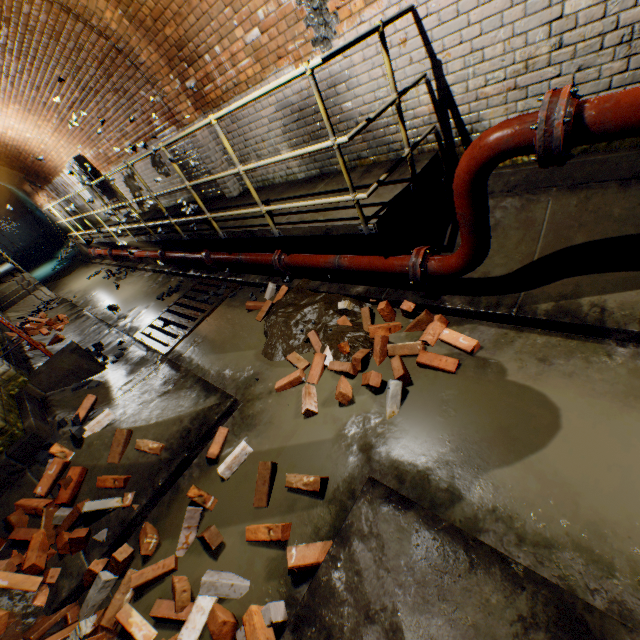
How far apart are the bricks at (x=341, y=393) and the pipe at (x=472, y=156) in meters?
0.3

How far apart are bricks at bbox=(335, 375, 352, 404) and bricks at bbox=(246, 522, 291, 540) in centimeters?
49cm

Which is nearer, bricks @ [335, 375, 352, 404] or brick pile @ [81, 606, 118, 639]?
brick pile @ [81, 606, 118, 639]

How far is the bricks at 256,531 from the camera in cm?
215

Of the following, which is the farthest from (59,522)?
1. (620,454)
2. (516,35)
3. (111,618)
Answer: (516,35)

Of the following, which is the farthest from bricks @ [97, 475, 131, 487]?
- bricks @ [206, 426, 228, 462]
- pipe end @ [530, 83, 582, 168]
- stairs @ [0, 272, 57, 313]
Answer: stairs @ [0, 272, 57, 313]

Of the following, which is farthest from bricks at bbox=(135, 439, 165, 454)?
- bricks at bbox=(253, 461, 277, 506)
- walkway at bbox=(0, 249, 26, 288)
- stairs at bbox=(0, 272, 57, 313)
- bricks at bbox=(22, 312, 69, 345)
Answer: walkway at bbox=(0, 249, 26, 288)

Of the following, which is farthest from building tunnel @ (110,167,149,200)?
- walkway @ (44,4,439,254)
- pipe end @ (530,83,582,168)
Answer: pipe end @ (530,83,582,168)
